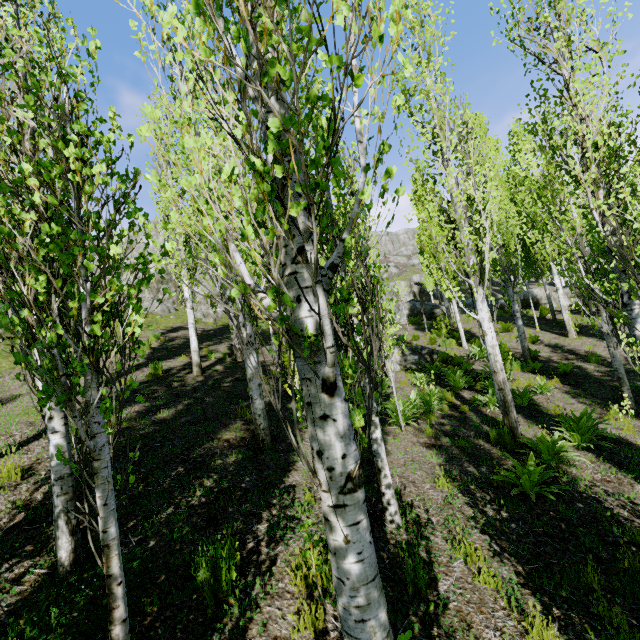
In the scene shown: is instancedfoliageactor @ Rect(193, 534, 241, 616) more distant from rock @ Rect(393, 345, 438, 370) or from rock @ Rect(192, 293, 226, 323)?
rock @ Rect(393, 345, 438, 370)

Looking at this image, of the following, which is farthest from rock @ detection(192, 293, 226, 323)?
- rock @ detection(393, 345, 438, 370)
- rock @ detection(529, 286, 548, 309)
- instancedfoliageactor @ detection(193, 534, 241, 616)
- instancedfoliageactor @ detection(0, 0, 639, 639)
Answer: rock @ detection(393, 345, 438, 370)

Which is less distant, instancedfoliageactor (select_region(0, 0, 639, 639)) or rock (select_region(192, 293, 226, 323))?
instancedfoliageactor (select_region(0, 0, 639, 639))

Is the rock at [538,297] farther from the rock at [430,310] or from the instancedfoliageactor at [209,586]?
the instancedfoliageactor at [209,586]

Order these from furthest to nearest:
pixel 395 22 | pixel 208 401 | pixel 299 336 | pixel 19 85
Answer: pixel 208 401
pixel 19 85
pixel 299 336
pixel 395 22

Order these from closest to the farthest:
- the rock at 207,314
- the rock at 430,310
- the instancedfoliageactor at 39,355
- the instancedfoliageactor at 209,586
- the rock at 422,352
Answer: the instancedfoliageactor at 39,355
the instancedfoliageactor at 209,586
the rock at 422,352
the rock at 207,314
the rock at 430,310

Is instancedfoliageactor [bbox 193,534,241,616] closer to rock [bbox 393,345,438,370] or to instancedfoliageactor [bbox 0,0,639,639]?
instancedfoliageactor [bbox 0,0,639,639]

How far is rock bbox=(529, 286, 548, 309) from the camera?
23.39m
